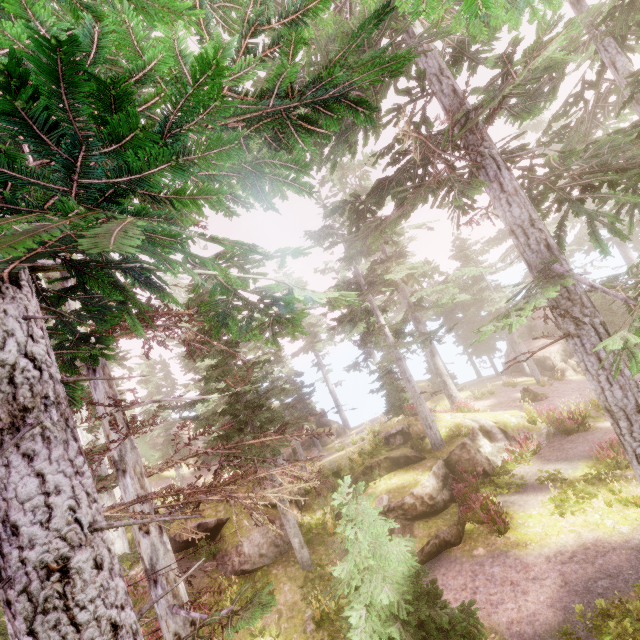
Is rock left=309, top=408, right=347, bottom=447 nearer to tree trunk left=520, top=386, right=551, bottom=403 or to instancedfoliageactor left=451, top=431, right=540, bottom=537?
instancedfoliageactor left=451, top=431, right=540, bottom=537

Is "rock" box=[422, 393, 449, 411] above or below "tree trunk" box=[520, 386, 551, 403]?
above

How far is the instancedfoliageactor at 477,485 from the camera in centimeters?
1159cm

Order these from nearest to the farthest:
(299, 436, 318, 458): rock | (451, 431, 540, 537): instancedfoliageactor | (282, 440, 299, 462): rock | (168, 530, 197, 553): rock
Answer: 1. (451, 431, 540, 537): instancedfoliageactor
2. (168, 530, 197, 553): rock
3. (282, 440, 299, 462): rock
4. (299, 436, 318, 458): rock

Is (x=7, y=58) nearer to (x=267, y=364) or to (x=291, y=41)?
(x=291, y=41)

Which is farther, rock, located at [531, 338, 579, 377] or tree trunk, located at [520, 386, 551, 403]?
rock, located at [531, 338, 579, 377]

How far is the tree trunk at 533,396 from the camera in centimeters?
2297cm

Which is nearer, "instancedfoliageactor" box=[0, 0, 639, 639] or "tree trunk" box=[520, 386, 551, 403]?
"instancedfoliageactor" box=[0, 0, 639, 639]
